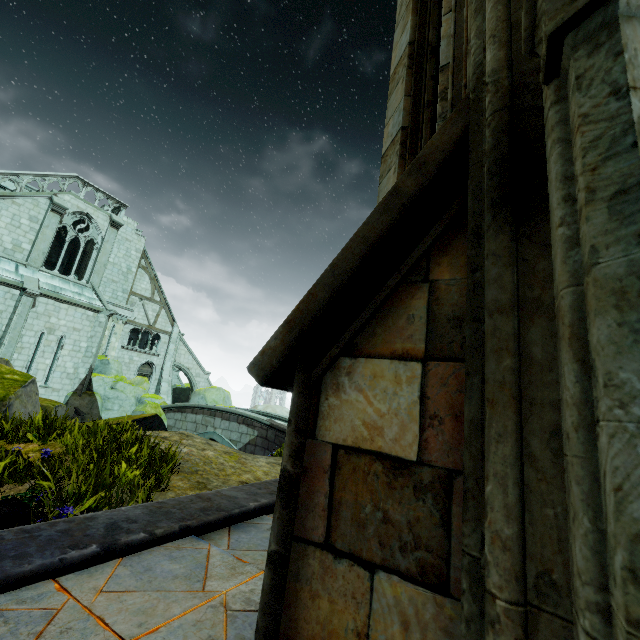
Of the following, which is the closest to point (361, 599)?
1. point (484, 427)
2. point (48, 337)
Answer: point (484, 427)

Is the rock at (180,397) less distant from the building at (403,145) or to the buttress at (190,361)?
the buttress at (190,361)

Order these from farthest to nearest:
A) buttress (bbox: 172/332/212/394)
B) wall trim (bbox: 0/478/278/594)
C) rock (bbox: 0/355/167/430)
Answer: buttress (bbox: 172/332/212/394), rock (bbox: 0/355/167/430), wall trim (bbox: 0/478/278/594)

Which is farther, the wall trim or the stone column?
the wall trim

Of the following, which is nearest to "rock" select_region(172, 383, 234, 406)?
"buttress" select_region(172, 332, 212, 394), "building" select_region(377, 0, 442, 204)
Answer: "buttress" select_region(172, 332, 212, 394)

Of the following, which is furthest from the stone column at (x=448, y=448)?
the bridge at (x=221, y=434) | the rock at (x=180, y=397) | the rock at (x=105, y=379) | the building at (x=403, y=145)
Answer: the rock at (x=180, y=397)

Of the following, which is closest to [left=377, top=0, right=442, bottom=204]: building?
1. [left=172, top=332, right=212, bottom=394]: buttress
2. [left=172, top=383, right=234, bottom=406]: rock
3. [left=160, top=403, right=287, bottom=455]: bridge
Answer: [left=172, top=332, right=212, bottom=394]: buttress

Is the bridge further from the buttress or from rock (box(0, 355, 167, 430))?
the buttress
